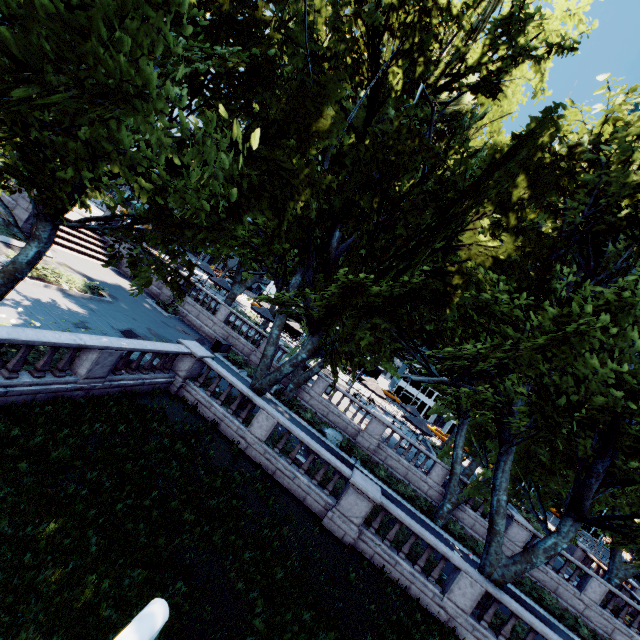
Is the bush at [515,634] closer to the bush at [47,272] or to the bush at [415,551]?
the bush at [415,551]

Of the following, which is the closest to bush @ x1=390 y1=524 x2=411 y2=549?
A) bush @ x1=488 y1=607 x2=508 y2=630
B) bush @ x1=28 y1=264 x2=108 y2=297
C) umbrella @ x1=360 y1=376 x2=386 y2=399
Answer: bush @ x1=488 y1=607 x2=508 y2=630

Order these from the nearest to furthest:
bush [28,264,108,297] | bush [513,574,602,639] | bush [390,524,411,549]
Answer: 1. bush [390,524,411,549]
2. bush [28,264,108,297]
3. bush [513,574,602,639]

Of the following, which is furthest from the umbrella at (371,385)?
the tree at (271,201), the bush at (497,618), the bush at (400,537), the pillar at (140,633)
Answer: the pillar at (140,633)

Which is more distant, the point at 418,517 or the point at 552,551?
the point at 418,517

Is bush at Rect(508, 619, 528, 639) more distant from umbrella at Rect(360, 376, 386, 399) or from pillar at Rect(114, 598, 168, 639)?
umbrella at Rect(360, 376, 386, 399)

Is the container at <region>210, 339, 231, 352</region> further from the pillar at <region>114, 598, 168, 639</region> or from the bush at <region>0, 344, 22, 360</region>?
the pillar at <region>114, 598, 168, 639</region>

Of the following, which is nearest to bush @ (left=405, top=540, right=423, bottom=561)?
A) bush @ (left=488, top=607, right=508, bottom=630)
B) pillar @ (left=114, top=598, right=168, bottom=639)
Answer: bush @ (left=488, top=607, right=508, bottom=630)
